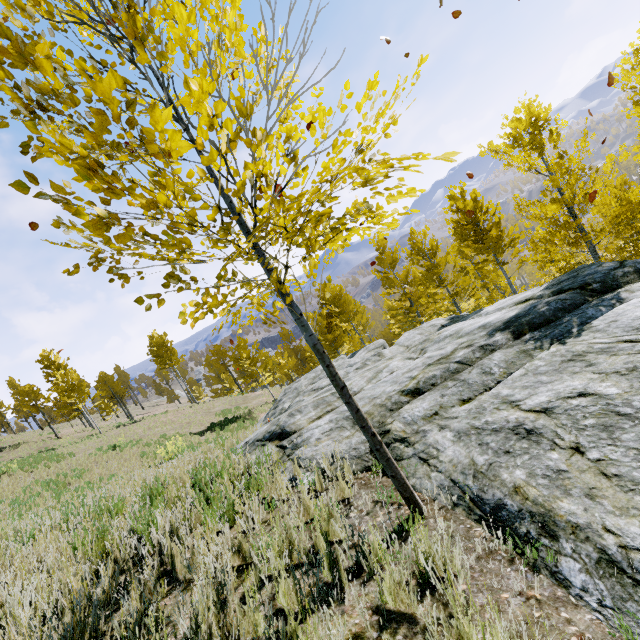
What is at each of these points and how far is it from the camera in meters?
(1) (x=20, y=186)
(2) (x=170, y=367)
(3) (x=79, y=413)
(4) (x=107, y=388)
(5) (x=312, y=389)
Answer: (1) instancedfoliageactor, 1.3 m
(2) instancedfoliageactor, 35.3 m
(3) instancedfoliageactor, 27.6 m
(4) instancedfoliageactor, 42.8 m
(5) rock, 14.5 m

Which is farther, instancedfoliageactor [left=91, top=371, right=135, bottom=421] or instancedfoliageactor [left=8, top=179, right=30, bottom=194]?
instancedfoliageactor [left=91, top=371, right=135, bottom=421]

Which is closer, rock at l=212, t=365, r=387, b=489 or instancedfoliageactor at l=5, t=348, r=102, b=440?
rock at l=212, t=365, r=387, b=489

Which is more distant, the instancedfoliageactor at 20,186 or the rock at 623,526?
the rock at 623,526

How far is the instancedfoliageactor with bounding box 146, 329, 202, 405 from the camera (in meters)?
34.47

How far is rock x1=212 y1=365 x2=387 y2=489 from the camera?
4.3 meters
